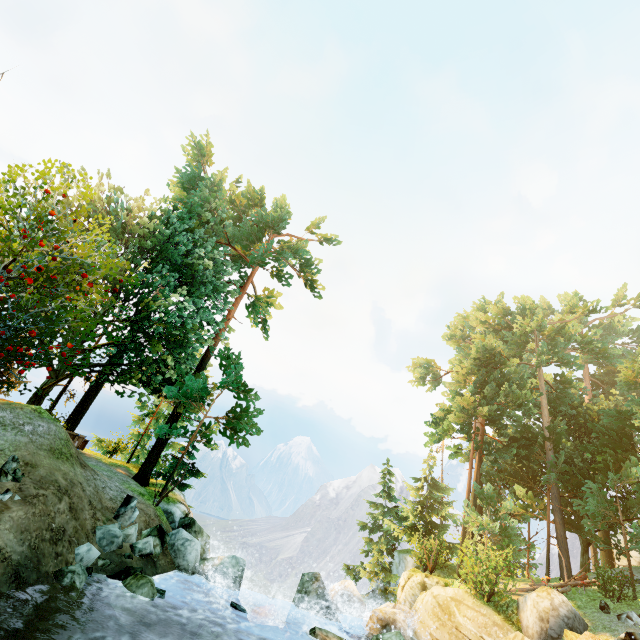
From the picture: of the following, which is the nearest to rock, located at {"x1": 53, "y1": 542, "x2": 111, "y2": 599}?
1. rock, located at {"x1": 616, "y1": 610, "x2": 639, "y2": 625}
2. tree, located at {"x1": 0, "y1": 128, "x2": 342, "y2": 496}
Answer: tree, located at {"x1": 0, "y1": 128, "x2": 342, "y2": 496}

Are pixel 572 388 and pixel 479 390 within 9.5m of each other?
yes

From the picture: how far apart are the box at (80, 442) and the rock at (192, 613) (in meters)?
11.99

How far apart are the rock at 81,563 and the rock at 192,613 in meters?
3.3 m

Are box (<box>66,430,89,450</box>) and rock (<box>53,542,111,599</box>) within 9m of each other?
no

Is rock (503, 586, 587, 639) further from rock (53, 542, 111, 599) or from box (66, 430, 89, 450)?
box (66, 430, 89, 450)

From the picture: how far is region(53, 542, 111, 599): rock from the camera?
7.2 meters

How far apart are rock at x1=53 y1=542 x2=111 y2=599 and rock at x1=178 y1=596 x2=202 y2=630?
3.3m
